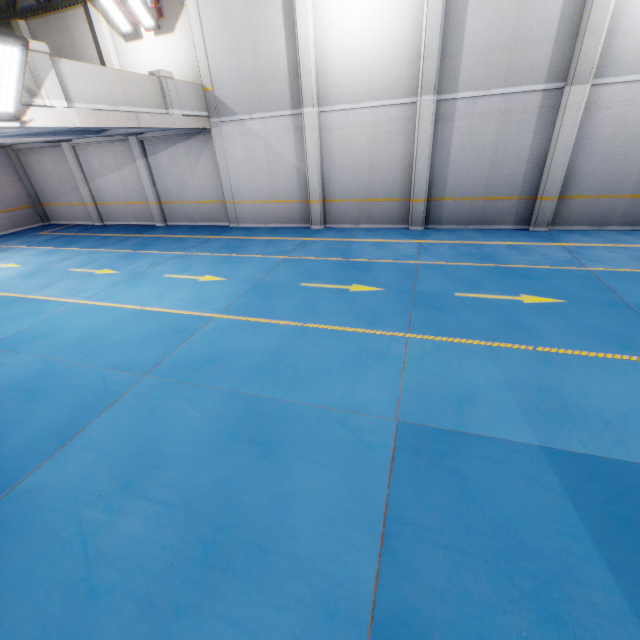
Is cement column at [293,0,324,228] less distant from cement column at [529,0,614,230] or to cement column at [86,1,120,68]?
cement column at [86,1,120,68]

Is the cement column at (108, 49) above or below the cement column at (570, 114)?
above

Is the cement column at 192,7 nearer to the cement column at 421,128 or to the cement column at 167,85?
the cement column at 167,85

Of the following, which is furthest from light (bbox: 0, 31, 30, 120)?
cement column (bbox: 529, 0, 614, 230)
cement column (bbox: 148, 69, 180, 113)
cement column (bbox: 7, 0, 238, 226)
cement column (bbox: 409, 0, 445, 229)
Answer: cement column (bbox: 529, 0, 614, 230)

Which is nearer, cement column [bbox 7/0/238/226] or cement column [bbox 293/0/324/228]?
A: cement column [bbox 293/0/324/228]

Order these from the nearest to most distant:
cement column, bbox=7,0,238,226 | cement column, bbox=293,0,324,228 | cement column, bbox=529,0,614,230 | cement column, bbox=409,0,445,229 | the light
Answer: the light → cement column, bbox=529,0,614,230 → cement column, bbox=409,0,445,229 → cement column, bbox=293,0,324,228 → cement column, bbox=7,0,238,226

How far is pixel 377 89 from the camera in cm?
1038

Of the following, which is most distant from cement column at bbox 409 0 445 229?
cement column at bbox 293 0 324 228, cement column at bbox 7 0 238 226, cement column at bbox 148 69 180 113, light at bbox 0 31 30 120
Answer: light at bbox 0 31 30 120
